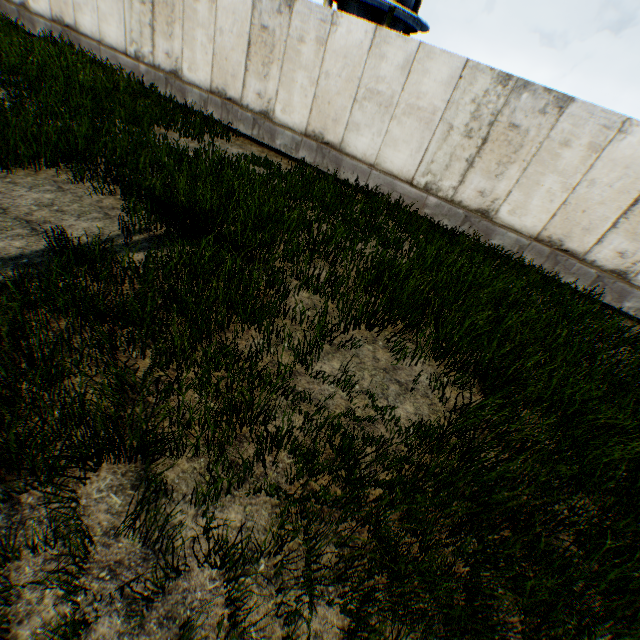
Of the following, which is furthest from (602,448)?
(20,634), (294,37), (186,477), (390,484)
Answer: (294,37)
